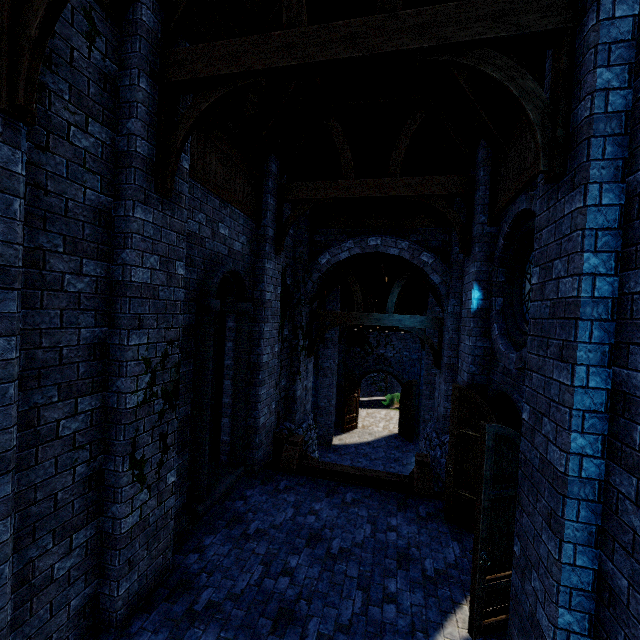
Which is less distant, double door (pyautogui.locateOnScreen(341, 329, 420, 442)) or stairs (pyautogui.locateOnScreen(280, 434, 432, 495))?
stairs (pyautogui.locateOnScreen(280, 434, 432, 495))

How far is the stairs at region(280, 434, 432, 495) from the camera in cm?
681

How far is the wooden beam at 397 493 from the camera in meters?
6.8

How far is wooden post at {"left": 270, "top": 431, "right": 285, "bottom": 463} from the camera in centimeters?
848cm

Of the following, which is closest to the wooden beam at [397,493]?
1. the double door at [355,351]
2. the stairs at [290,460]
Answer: the stairs at [290,460]

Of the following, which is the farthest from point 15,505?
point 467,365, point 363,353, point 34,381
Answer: point 363,353

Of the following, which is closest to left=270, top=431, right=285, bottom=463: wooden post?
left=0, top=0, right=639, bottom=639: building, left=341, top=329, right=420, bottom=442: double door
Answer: left=0, top=0, right=639, bottom=639: building

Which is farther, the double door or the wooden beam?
the double door
